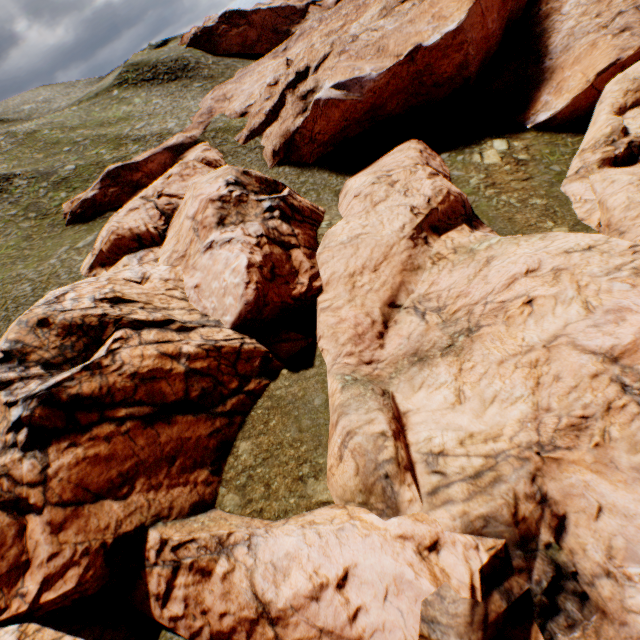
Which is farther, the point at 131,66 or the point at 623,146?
the point at 131,66
